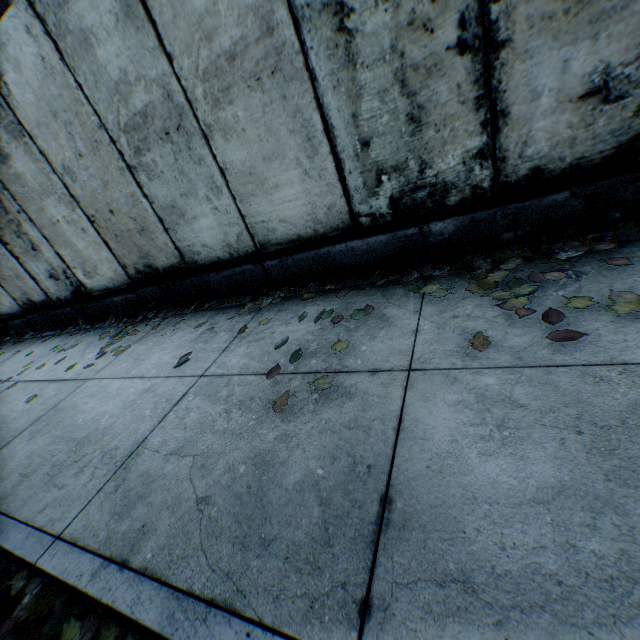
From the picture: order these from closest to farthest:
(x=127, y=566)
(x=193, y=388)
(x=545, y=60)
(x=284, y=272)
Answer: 1. (x=127, y=566)
2. (x=545, y=60)
3. (x=193, y=388)
4. (x=284, y=272)

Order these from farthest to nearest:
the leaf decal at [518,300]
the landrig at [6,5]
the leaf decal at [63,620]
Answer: the landrig at [6,5]
the leaf decal at [518,300]
the leaf decal at [63,620]

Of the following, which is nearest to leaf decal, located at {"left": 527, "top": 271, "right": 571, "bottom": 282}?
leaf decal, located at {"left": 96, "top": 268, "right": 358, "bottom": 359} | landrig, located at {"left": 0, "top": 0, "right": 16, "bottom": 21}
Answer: leaf decal, located at {"left": 96, "top": 268, "right": 358, "bottom": 359}

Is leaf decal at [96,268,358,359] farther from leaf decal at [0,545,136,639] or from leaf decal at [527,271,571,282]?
leaf decal at [0,545,136,639]

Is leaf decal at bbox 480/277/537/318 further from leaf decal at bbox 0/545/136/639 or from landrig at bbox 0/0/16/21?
landrig at bbox 0/0/16/21

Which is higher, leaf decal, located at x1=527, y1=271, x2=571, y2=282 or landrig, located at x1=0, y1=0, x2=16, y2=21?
landrig, located at x1=0, y1=0, x2=16, y2=21

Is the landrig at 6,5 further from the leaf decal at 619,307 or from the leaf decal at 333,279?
the leaf decal at 619,307
